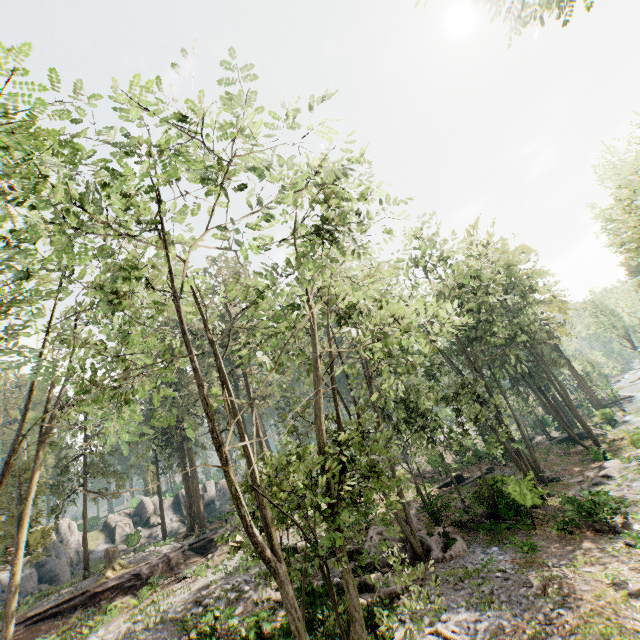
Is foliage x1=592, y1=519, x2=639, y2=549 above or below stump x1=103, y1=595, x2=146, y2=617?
below

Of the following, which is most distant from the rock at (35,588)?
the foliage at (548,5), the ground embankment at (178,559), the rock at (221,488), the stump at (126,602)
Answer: the stump at (126,602)

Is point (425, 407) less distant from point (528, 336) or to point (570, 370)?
point (528, 336)

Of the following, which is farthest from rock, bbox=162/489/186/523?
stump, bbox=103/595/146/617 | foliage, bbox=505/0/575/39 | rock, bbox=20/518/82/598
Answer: stump, bbox=103/595/146/617

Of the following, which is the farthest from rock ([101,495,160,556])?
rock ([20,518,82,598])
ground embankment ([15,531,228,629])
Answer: ground embankment ([15,531,228,629])

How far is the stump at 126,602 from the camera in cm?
1689

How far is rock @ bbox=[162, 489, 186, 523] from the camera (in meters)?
45.78

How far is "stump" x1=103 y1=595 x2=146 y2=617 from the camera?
16.9m
